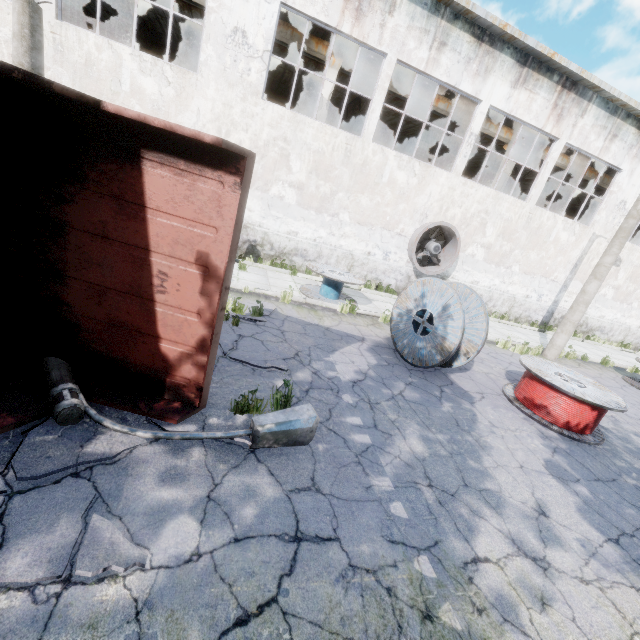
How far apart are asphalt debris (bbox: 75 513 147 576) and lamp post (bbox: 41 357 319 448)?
0.0 meters

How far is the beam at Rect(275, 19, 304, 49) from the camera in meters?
12.2

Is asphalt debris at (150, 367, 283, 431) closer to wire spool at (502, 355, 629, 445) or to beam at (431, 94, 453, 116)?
wire spool at (502, 355, 629, 445)

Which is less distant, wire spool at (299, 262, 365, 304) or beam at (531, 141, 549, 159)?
wire spool at (299, 262, 365, 304)

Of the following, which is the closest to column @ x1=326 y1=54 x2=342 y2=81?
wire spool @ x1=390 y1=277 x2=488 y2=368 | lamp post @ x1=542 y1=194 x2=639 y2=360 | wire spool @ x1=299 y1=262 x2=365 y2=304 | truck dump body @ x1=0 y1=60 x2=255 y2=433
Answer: wire spool @ x1=299 y1=262 x2=365 y2=304

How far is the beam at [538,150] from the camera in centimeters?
1620cm

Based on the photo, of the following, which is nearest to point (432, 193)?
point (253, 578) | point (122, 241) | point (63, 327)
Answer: point (122, 241)

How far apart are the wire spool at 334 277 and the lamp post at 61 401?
6.1 meters
